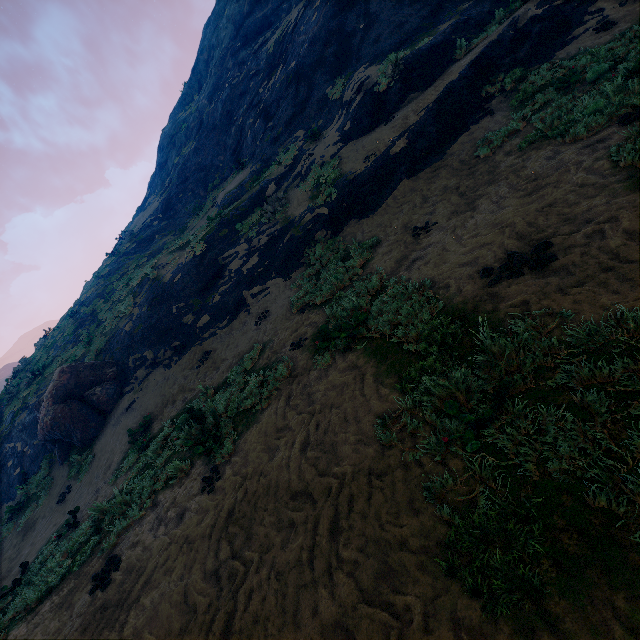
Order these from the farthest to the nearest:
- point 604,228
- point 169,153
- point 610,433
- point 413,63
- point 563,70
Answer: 1. point 169,153
2. point 413,63
3. point 563,70
4. point 604,228
5. point 610,433

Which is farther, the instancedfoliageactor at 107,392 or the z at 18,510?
the instancedfoliageactor at 107,392

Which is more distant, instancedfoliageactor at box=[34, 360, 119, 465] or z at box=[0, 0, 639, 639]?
instancedfoliageactor at box=[34, 360, 119, 465]

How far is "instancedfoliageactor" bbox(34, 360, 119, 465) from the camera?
12.8m

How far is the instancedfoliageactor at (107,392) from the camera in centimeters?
1277cm
